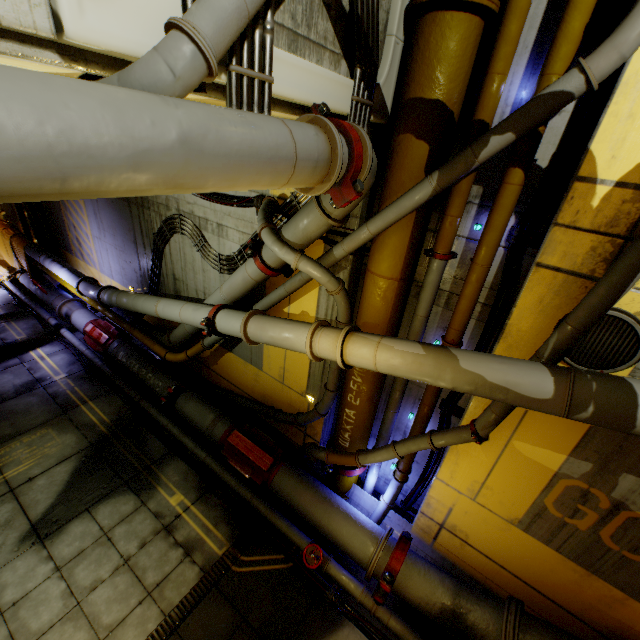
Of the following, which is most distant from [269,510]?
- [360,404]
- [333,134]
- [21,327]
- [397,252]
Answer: [21,327]

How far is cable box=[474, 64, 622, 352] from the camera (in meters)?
3.36

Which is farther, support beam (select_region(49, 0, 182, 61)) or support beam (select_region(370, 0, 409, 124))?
support beam (select_region(370, 0, 409, 124))

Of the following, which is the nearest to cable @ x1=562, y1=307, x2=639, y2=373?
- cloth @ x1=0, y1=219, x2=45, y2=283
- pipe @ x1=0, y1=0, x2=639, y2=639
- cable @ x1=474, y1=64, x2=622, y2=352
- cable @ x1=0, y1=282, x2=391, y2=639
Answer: pipe @ x1=0, y1=0, x2=639, y2=639

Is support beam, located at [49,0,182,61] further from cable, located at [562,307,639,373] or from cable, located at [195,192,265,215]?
cable, located at [562,307,639,373]

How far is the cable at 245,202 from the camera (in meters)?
5.86

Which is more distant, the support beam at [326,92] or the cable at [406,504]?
the cable at [406,504]

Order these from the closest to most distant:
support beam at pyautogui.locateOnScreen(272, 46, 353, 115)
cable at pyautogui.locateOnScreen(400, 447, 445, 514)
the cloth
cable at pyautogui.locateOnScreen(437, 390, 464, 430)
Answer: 1. support beam at pyautogui.locateOnScreen(272, 46, 353, 115)
2. cable at pyautogui.locateOnScreen(437, 390, 464, 430)
3. cable at pyautogui.locateOnScreen(400, 447, 445, 514)
4. the cloth
